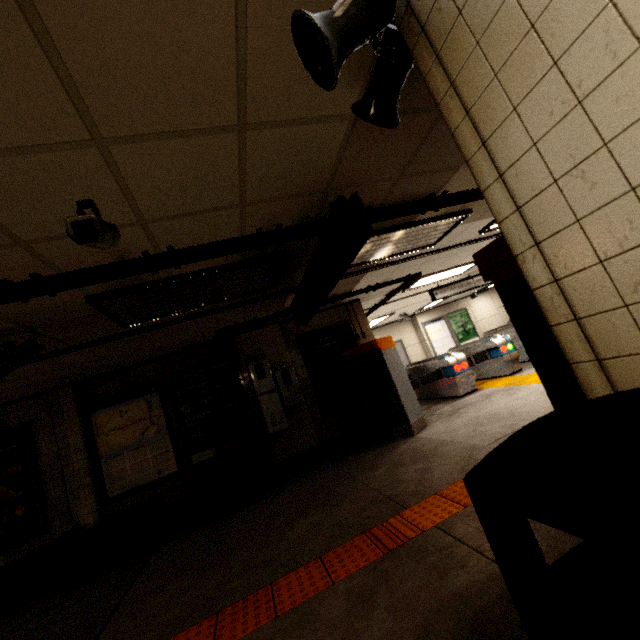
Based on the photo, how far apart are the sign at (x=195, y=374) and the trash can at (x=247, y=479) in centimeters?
14cm

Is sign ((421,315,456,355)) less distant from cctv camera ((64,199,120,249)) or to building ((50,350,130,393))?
building ((50,350,130,393))

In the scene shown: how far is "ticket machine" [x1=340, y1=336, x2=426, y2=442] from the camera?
6.0 meters

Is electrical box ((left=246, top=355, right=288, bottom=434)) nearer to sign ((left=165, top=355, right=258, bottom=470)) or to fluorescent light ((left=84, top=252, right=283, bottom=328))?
sign ((left=165, top=355, right=258, bottom=470))

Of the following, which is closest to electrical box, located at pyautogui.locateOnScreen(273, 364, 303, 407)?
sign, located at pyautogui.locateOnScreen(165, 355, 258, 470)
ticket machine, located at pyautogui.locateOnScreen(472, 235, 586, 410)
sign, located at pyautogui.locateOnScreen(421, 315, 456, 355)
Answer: sign, located at pyautogui.locateOnScreen(165, 355, 258, 470)

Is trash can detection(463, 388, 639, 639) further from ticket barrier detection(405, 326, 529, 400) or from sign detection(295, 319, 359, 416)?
ticket barrier detection(405, 326, 529, 400)

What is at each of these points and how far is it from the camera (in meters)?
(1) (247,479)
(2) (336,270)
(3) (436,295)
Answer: (1) trash can, 5.35
(2) sign, 3.36
(3) sign, 9.20

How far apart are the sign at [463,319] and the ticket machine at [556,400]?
13.8 meters
